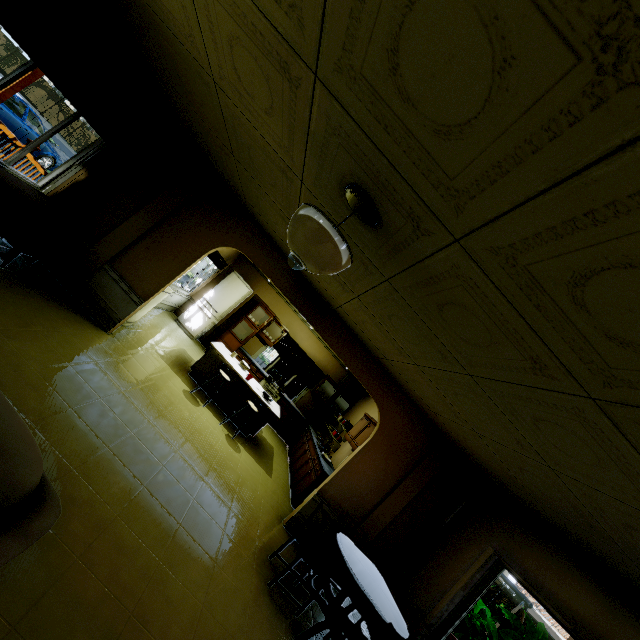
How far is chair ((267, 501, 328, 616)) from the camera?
3.51m

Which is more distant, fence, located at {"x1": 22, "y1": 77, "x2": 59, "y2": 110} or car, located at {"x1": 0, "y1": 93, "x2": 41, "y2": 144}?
fence, located at {"x1": 22, "y1": 77, "x2": 59, "y2": 110}

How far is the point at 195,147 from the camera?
4.6 meters

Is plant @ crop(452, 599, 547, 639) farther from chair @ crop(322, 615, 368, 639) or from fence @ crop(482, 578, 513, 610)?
fence @ crop(482, 578, 513, 610)

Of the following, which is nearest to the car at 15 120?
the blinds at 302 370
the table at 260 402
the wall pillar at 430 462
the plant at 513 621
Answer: the table at 260 402

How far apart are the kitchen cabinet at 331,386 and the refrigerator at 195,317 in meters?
3.4

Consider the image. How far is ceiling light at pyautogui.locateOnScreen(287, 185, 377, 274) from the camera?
1.7m

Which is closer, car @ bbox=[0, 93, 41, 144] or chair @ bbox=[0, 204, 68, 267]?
chair @ bbox=[0, 204, 68, 267]
